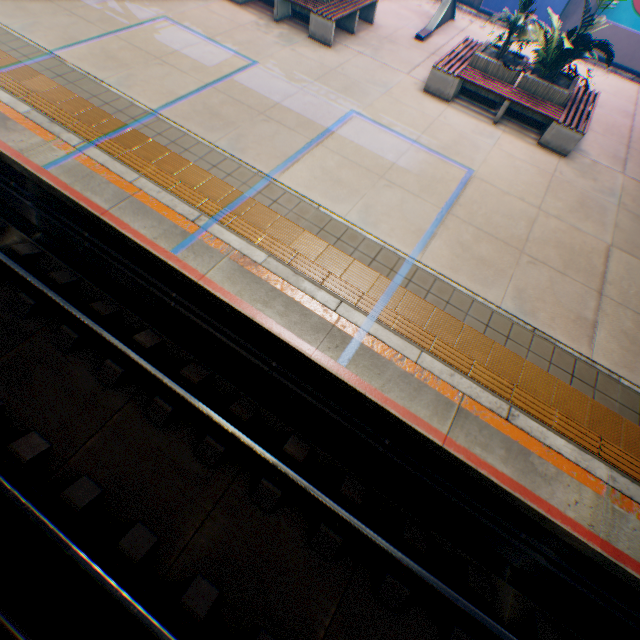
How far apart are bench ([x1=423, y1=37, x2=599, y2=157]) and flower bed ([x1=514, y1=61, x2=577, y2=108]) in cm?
3

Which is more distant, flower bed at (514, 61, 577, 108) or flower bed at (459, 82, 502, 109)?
flower bed at (459, 82, 502, 109)

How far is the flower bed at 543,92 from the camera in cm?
760

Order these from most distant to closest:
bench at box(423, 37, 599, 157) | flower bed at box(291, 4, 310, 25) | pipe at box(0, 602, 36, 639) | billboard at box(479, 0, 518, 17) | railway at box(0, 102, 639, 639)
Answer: billboard at box(479, 0, 518, 17)
flower bed at box(291, 4, 310, 25)
bench at box(423, 37, 599, 157)
railway at box(0, 102, 639, 639)
pipe at box(0, 602, 36, 639)

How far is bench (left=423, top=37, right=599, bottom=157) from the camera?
7.5m

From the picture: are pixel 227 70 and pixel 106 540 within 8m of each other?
no

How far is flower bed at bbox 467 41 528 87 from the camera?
7.8m

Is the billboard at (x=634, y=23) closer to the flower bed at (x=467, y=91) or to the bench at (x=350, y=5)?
the flower bed at (x=467, y=91)
